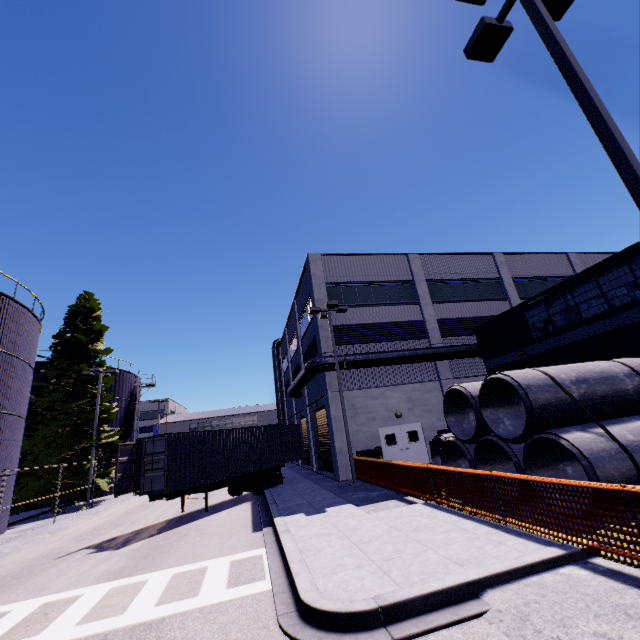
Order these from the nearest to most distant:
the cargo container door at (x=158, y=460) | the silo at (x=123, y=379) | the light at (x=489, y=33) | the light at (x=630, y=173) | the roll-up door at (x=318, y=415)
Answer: the light at (x=630, y=173) < the light at (x=489, y=33) < the cargo container door at (x=158, y=460) < the roll-up door at (x=318, y=415) < the silo at (x=123, y=379)

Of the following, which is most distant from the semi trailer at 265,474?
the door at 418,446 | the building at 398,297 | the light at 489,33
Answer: the door at 418,446

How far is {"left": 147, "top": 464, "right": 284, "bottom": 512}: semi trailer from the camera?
14.4m

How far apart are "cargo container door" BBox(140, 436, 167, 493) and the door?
11.9m

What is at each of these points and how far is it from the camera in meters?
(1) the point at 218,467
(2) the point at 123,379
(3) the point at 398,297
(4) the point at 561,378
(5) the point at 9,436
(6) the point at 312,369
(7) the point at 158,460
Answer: (1) cargo container, 16.2
(2) silo, 35.0
(3) building, 24.0
(4) concrete pipe stack, 9.4
(5) silo, 17.5
(6) vent duct, 19.7
(7) cargo container door, 13.9

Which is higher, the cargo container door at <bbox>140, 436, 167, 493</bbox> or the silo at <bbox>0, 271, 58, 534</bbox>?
the silo at <bbox>0, 271, 58, 534</bbox>

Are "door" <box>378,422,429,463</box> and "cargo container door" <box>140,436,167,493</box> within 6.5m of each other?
no

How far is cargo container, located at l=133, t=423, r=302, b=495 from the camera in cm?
1426
